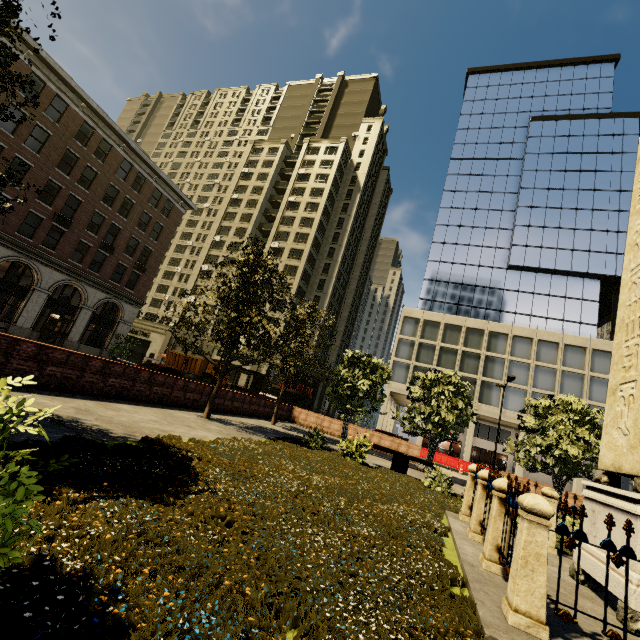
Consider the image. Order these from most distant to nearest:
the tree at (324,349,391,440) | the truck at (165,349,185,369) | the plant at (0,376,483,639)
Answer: Answer:
the truck at (165,349,185,369)
the tree at (324,349,391,440)
the plant at (0,376,483,639)

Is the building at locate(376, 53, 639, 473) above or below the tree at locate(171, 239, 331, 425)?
above

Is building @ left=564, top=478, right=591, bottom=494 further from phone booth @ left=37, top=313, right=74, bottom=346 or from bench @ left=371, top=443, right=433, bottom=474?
phone booth @ left=37, top=313, right=74, bottom=346

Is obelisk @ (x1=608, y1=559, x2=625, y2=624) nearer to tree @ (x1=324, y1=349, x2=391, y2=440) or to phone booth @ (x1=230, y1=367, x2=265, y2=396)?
tree @ (x1=324, y1=349, x2=391, y2=440)

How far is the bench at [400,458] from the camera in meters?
13.9 m

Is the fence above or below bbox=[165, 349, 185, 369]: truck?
below

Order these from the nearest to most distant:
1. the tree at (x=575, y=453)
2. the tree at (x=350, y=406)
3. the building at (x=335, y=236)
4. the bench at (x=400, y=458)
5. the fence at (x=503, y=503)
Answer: the fence at (x=503, y=503)
the bench at (x=400, y=458)
the tree at (x=575, y=453)
the tree at (x=350, y=406)
the building at (x=335, y=236)

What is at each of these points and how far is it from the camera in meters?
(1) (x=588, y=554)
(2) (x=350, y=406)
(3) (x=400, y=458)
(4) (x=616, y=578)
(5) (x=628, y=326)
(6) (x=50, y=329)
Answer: (1) obelisk, 5.7 m
(2) tree, 19.3 m
(3) bench, 14.1 m
(4) obelisk, 4.9 m
(5) obelisk, 6.5 m
(6) phone booth, 26.4 m
